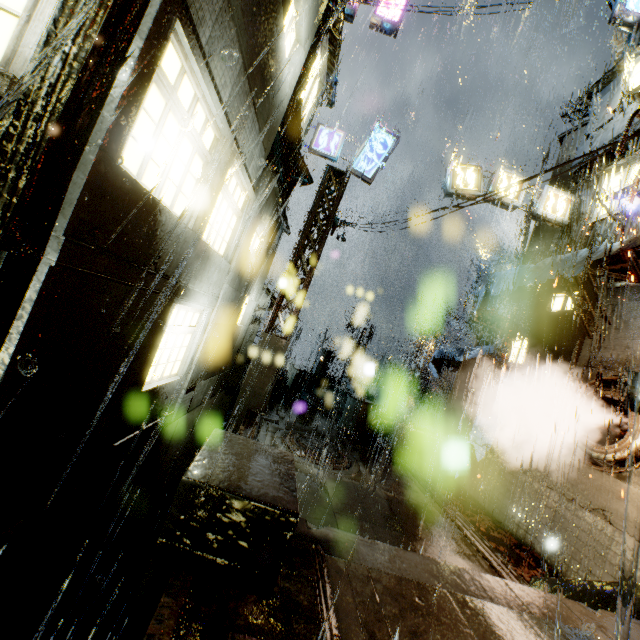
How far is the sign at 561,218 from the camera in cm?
1365

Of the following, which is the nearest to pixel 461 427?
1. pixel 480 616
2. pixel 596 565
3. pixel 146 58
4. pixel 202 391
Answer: pixel 596 565

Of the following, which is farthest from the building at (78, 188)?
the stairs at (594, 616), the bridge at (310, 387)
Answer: the stairs at (594, 616)

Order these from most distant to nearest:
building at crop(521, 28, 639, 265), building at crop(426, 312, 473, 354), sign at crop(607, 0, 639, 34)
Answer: building at crop(426, 312, 473, 354) → sign at crop(607, 0, 639, 34) → building at crop(521, 28, 639, 265)

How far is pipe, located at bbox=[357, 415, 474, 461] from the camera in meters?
12.8

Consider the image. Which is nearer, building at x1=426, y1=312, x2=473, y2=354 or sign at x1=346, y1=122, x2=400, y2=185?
sign at x1=346, y1=122, x2=400, y2=185

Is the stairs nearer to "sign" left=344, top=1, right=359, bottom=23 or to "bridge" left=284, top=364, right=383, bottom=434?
"bridge" left=284, top=364, right=383, bottom=434

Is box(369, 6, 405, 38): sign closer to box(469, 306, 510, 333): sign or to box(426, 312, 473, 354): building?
box(426, 312, 473, 354): building
